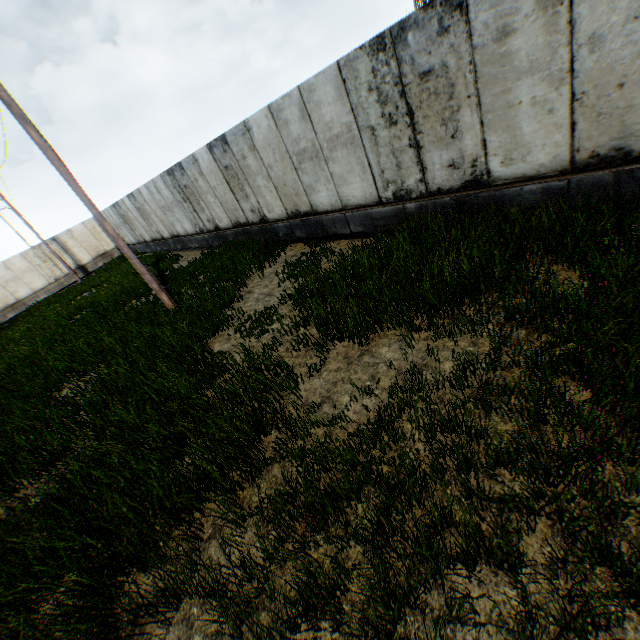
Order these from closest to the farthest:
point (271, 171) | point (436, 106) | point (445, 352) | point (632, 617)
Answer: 1. point (632, 617)
2. point (445, 352)
3. point (436, 106)
4. point (271, 171)
